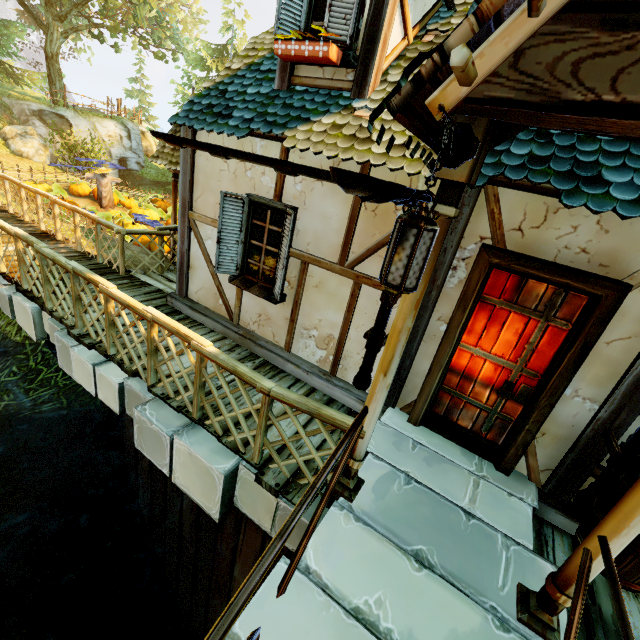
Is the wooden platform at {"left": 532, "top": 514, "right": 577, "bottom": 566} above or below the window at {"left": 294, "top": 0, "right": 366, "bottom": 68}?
below

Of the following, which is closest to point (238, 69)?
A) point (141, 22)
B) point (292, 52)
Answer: point (292, 52)

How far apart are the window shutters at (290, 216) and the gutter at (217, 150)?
0.4 meters

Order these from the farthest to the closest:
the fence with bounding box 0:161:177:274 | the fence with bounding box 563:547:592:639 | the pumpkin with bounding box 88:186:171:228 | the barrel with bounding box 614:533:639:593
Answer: the pumpkin with bounding box 88:186:171:228
the fence with bounding box 0:161:177:274
the barrel with bounding box 614:533:639:593
the fence with bounding box 563:547:592:639

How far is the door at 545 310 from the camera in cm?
304

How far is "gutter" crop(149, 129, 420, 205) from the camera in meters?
1.6 m

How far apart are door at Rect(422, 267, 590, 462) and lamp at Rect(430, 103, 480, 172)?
1.7 meters

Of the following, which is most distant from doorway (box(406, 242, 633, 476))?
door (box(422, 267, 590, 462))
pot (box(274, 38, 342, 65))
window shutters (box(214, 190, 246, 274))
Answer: pot (box(274, 38, 342, 65))
